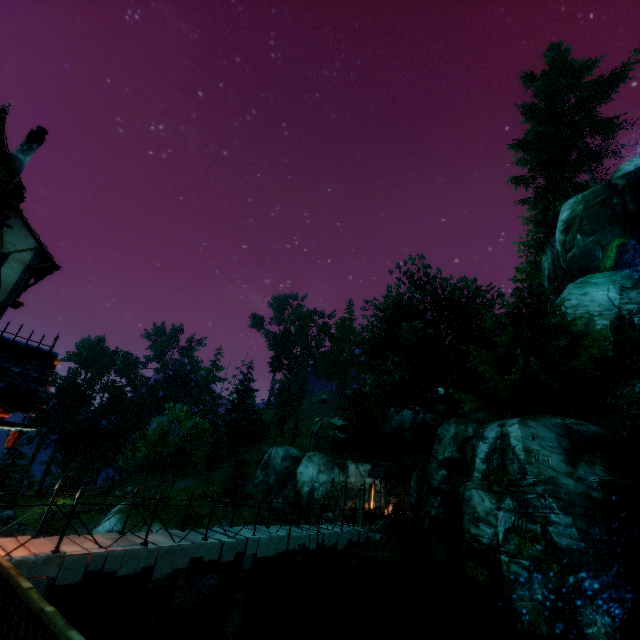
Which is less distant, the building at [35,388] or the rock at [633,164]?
the building at [35,388]

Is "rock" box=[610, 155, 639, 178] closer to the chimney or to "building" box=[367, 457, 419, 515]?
"building" box=[367, 457, 419, 515]

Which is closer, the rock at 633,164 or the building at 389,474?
the rock at 633,164

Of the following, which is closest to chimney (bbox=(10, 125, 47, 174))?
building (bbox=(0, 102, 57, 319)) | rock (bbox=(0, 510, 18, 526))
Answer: building (bbox=(0, 102, 57, 319))

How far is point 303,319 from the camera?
58.9m

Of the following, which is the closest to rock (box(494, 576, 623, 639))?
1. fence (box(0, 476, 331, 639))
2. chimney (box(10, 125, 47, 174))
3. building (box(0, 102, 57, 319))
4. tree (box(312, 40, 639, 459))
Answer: fence (box(0, 476, 331, 639))

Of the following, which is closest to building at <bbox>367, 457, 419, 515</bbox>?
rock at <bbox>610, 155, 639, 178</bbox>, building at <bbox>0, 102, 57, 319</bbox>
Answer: building at <bbox>0, 102, 57, 319</bbox>

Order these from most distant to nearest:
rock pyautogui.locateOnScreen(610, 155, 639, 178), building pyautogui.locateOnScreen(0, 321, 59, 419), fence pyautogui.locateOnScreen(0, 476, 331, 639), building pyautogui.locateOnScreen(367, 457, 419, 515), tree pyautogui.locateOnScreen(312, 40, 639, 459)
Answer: building pyautogui.locateOnScreen(367, 457, 419, 515) → rock pyautogui.locateOnScreen(610, 155, 639, 178) → tree pyautogui.locateOnScreen(312, 40, 639, 459) → building pyautogui.locateOnScreen(0, 321, 59, 419) → fence pyautogui.locateOnScreen(0, 476, 331, 639)
